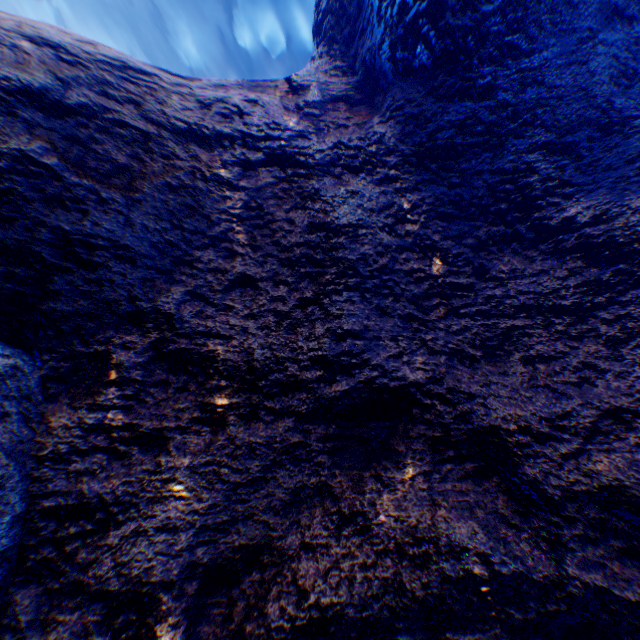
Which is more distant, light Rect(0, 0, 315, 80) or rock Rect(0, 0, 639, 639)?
light Rect(0, 0, 315, 80)

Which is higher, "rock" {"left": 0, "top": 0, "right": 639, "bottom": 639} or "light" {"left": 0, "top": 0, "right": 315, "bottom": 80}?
"light" {"left": 0, "top": 0, "right": 315, "bottom": 80}

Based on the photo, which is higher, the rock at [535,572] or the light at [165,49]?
the light at [165,49]

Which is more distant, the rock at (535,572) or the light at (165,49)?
the light at (165,49)

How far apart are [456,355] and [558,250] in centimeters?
97cm
